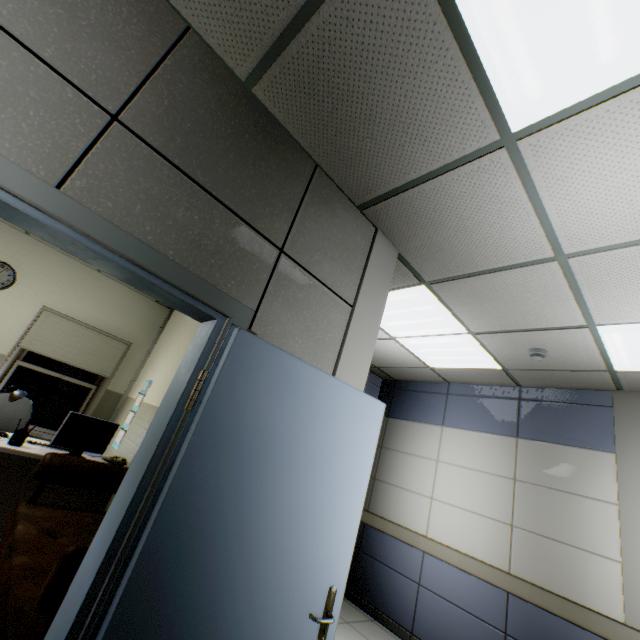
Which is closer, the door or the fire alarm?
the door

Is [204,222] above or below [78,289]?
below

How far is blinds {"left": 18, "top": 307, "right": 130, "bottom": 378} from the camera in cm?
483

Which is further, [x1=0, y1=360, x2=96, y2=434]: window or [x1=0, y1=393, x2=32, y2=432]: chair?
[x1=0, y1=360, x2=96, y2=434]: window

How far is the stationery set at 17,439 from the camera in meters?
3.0 m

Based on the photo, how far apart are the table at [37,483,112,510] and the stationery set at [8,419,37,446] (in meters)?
0.05

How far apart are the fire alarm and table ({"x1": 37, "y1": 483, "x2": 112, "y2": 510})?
4.5m

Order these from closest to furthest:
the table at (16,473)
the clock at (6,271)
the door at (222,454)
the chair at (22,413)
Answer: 1. the door at (222,454)
2. the table at (16,473)
3. the chair at (22,413)
4. the clock at (6,271)
